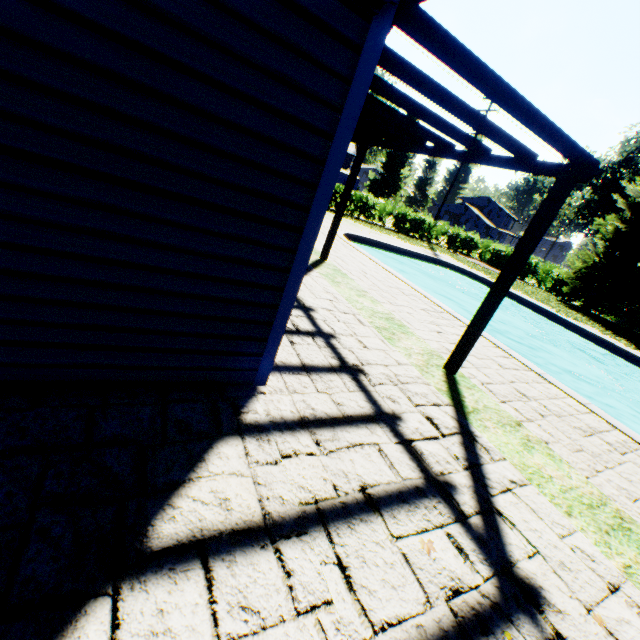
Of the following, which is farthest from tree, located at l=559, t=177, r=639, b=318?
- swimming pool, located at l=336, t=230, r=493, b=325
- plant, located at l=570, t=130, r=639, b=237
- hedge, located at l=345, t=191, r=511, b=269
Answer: swimming pool, located at l=336, t=230, r=493, b=325

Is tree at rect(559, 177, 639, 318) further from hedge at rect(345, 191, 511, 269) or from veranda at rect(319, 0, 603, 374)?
veranda at rect(319, 0, 603, 374)

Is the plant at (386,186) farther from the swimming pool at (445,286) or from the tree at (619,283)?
the swimming pool at (445,286)

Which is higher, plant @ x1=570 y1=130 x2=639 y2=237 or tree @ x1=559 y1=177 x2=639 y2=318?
plant @ x1=570 y1=130 x2=639 y2=237

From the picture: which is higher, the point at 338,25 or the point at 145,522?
the point at 338,25

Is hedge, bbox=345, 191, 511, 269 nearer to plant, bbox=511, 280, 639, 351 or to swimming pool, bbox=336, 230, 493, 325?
plant, bbox=511, 280, 639, 351

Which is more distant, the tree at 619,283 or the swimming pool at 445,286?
the tree at 619,283

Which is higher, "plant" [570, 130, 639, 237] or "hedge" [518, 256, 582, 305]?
"plant" [570, 130, 639, 237]
